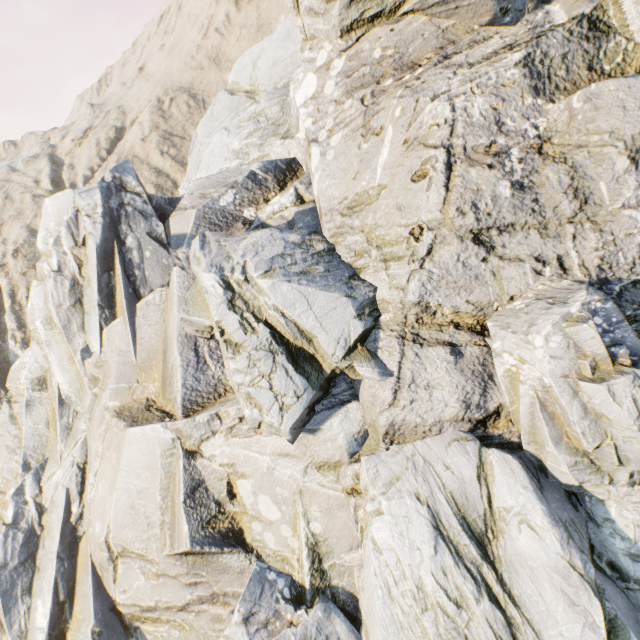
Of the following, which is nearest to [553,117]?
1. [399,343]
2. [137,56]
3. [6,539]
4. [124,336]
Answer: [399,343]
